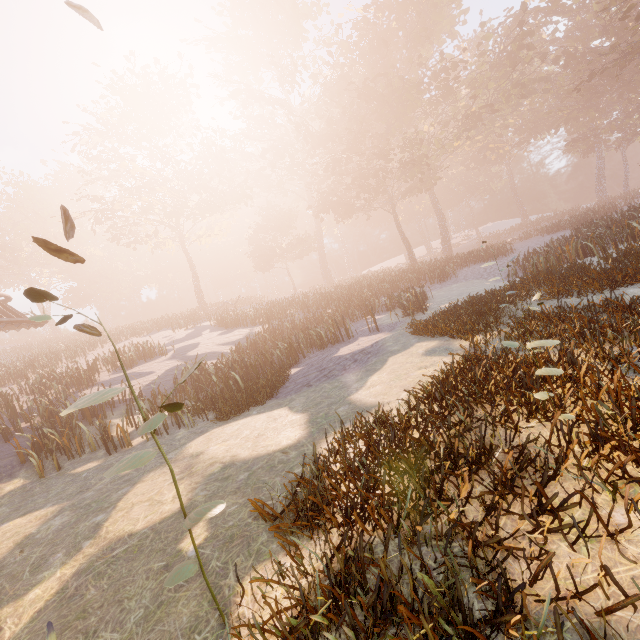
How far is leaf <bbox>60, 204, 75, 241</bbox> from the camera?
2.5 meters

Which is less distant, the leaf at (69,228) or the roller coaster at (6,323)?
the leaf at (69,228)

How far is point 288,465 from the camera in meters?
5.3 m

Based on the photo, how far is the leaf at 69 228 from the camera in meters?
2.5

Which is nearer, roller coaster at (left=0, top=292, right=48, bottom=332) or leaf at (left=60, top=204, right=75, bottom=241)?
leaf at (left=60, top=204, right=75, bottom=241)

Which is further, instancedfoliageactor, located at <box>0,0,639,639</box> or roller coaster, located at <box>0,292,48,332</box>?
roller coaster, located at <box>0,292,48,332</box>

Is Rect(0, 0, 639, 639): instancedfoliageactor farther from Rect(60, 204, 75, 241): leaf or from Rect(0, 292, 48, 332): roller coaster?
Rect(0, 292, 48, 332): roller coaster
